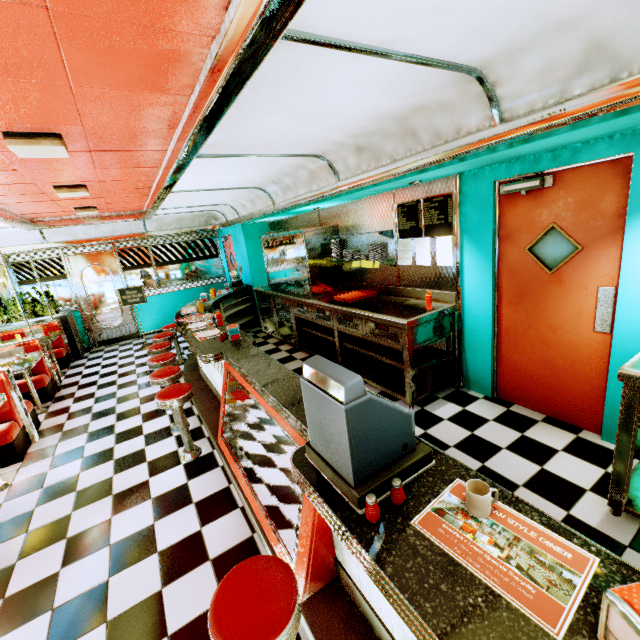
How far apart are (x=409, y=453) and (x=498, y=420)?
2.6 meters

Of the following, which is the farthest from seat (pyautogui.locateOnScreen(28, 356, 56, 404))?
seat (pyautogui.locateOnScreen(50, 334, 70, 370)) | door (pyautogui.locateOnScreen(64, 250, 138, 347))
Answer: door (pyautogui.locateOnScreen(64, 250, 138, 347))

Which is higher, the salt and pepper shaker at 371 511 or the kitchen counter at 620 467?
the salt and pepper shaker at 371 511

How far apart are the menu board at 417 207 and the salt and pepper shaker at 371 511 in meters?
3.3

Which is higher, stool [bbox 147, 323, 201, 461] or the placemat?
the placemat

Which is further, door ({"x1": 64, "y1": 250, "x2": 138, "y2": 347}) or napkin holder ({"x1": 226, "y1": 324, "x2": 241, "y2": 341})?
door ({"x1": 64, "y1": 250, "x2": 138, "y2": 347})

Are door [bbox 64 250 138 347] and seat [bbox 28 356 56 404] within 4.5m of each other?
yes

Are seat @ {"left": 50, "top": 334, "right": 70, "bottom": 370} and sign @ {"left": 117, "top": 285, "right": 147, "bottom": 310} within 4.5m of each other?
yes
